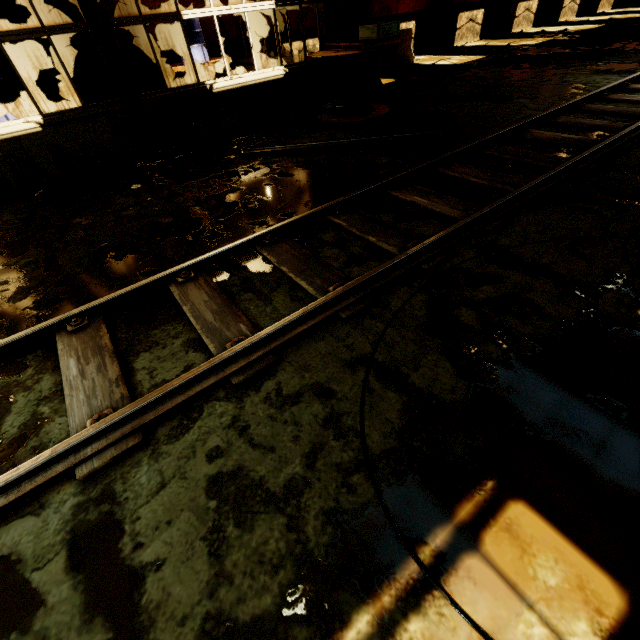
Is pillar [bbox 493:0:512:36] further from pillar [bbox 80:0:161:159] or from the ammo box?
pillar [bbox 80:0:161:159]

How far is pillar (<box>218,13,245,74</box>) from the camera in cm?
1009

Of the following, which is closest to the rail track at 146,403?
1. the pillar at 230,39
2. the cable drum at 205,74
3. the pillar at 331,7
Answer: the pillar at 331,7

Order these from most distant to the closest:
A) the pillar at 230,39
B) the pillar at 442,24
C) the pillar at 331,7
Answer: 1. the pillar at 442,24
2. the pillar at 230,39
3. the pillar at 331,7

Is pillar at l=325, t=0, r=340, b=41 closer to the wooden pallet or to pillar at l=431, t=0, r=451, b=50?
the wooden pallet

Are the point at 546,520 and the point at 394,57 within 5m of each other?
no

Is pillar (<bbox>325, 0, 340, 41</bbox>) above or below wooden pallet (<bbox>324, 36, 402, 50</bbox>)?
above

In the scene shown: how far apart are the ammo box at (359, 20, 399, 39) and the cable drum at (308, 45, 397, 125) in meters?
0.3
